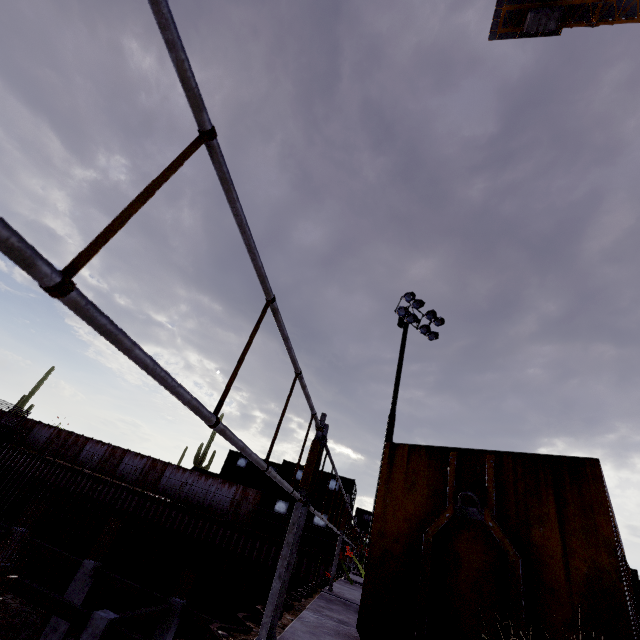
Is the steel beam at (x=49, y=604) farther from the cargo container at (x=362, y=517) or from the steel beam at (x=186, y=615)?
the cargo container at (x=362, y=517)

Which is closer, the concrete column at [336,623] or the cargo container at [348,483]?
the concrete column at [336,623]

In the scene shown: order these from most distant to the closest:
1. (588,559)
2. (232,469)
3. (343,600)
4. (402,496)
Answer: (232,469) < (343,600) < (402,496) < (588,559)

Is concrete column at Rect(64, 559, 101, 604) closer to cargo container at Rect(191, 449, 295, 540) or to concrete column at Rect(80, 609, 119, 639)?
concrete column at Rect(80, 609, 119, 639)

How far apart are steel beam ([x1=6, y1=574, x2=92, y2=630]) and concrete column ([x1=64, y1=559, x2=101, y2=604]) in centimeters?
453cm

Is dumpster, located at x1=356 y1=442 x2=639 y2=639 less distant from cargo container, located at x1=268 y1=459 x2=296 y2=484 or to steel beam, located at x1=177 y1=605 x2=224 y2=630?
steel beam, located at x1=177 y1=605 x2=224 y2=630

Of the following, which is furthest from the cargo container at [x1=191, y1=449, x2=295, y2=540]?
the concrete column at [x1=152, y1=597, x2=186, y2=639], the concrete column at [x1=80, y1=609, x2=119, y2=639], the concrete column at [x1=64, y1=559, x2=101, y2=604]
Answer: the concrete column at [x1=80, y1=609, x2=119, y2=639]

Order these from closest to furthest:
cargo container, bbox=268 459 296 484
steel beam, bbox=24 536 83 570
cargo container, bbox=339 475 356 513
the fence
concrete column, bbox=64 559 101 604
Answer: concrete column, bbox=64 559 101 604 < steel beam, bbox=24 536 83 570 < the fence < cargo container, bbox=339 475 356 513 < cargo container, bbox=268 459 296 484
